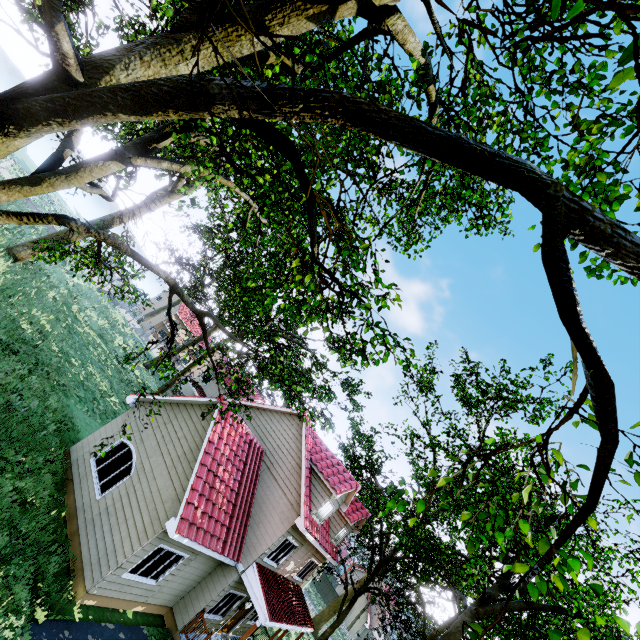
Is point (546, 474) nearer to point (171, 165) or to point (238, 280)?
point (171, 165)

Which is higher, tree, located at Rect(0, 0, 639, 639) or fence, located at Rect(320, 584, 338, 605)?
tree, located at Rect(0, 0, 639, 639)

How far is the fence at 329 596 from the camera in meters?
49.9 m

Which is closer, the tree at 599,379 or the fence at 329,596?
the tree at 599,379

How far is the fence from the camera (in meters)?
49.88

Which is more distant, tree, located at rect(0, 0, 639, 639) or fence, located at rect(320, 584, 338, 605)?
fence, located at rect(320, 584, 338, 605)
